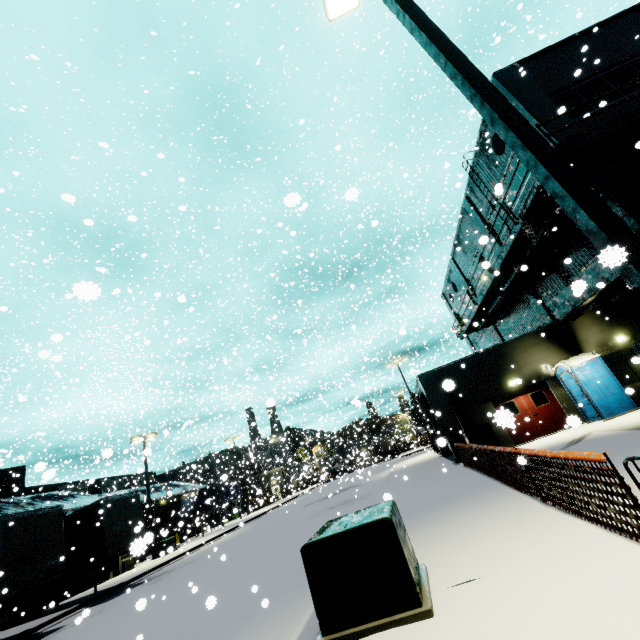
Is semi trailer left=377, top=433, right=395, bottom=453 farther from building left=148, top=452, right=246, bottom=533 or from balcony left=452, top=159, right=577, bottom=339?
balcony left=452, top=159, right=577, bottom=339

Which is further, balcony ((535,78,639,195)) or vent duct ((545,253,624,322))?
balcony ((535,78,639,195))

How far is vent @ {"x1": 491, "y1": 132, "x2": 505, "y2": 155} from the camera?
16.1m

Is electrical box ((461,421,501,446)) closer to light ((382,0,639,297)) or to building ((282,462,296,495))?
building ((282,462,296,495))

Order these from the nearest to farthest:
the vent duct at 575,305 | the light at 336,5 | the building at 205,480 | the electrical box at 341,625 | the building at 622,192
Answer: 1. the electrical box at 341,625
2. the light at 336,5
3. the vent duct at 575,305
4. the building at 622,192
5. the building at 205,480

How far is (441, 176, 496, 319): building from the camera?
20.3m

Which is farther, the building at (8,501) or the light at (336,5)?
the building at (8,501)

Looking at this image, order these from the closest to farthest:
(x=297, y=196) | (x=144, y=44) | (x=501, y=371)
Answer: (x=297, y=196) < (x=501, y=371) < (x=144, y=44)
